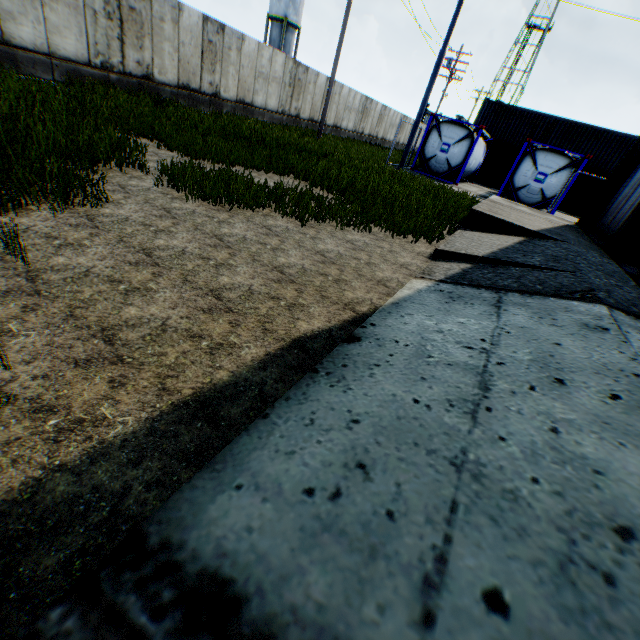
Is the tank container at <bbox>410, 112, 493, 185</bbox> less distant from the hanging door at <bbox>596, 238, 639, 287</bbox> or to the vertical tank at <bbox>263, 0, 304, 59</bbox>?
the hanging door at <bbox>596, 238, 639, 287</bbox>

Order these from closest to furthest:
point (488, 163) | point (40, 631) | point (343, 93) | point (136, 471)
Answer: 1. point (40, 631)
2. point (136, 471)
3. point (343, 93)
4. point (488, 163)

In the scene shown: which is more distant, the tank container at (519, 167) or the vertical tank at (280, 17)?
the vertical tank at (280, 17)

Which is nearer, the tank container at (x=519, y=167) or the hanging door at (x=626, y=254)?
the hanging door at (x=626, y=254)

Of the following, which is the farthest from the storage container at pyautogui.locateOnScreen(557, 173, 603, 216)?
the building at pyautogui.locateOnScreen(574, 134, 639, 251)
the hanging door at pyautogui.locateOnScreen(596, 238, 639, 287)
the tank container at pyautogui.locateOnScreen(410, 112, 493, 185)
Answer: the hanging door at pyautogui.locateOnScreen(596, 238, 639, 287)

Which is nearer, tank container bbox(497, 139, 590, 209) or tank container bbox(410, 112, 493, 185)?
tank container bbox(497, 139, 590, 209)

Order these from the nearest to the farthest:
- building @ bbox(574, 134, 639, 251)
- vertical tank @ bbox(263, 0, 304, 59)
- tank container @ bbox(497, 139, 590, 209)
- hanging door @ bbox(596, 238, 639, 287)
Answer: hanging door @ bbox(596, 238, 639, 287), building @ bbox(574, 134, 639, 251), tank container @ bbox(497, 139, 590, 209), vertical tank @ bbox(263, 0, 304, 59)

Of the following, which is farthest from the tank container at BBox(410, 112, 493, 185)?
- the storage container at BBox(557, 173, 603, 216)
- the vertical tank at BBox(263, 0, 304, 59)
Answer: the vertical tank at BBox(263, 0, 304, 59)
